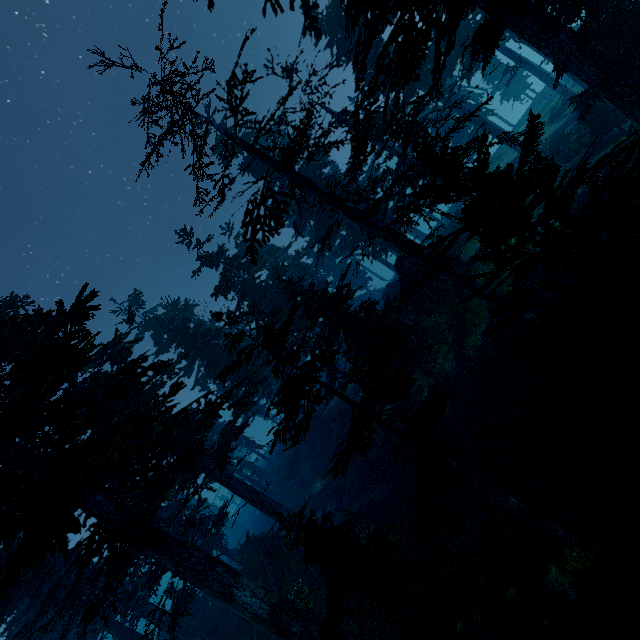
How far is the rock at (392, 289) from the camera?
34.8m

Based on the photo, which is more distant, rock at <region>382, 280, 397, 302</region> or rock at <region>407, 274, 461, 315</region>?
rock at <region>382, 280, 397, 302</region>

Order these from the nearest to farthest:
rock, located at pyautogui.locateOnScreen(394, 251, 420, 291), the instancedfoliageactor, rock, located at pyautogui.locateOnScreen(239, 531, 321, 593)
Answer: the instancedfoliageactor, rock, located at pyautogui.locateOnScreen(239, 531, 321, 593), rock, located at pyautogui.locateOnScreen(394, 251, 420, 291)

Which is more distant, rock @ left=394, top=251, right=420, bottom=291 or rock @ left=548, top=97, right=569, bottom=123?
rock @ left=548, top=97, right=569, bottom=123

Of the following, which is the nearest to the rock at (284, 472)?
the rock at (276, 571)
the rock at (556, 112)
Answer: the rock at (276, 571)

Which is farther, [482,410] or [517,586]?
[482,410]

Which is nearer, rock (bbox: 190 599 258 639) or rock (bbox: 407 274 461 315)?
rock (bbox: 190 599 258 639)

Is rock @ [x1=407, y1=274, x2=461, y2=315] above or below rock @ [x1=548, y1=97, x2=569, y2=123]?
above
